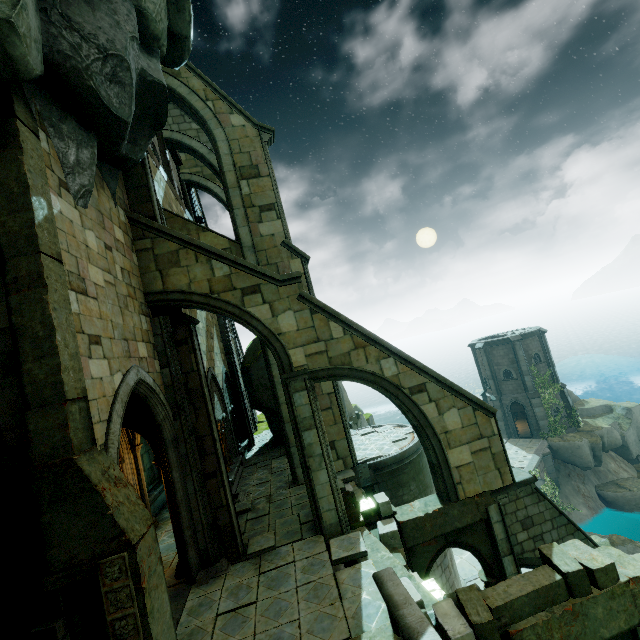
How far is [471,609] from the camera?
5.48m

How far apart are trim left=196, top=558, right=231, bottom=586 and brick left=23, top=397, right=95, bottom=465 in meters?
5.4 m

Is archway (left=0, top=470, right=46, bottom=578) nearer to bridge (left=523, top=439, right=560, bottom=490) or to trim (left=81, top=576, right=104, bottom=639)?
trim (left=81, top=576, right=104, bottom=639)

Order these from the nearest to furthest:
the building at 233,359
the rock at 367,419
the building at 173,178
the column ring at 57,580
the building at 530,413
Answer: the column ring at 57,580
the building at 173,178
the building at 233,359
the rock at 367,419
the building at 530,413

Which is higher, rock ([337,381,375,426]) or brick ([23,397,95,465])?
brick ([23,397,95,465])

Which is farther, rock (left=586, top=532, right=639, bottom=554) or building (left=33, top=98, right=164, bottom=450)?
rock (left=586, top=532, right=639, bottom=554)

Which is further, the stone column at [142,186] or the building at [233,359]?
the building at [233,359]

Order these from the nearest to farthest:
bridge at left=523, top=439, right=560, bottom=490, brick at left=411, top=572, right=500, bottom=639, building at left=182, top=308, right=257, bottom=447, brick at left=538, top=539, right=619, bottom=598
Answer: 1. brick at left=411, top=572, right=500, bottom=639
2. brick at left=538, top=539, right=619, bottom=598
3. building at left=182, top=308, right=257, bottom=447
4. bridge at left=523, top=439, right=560, bottom=490
